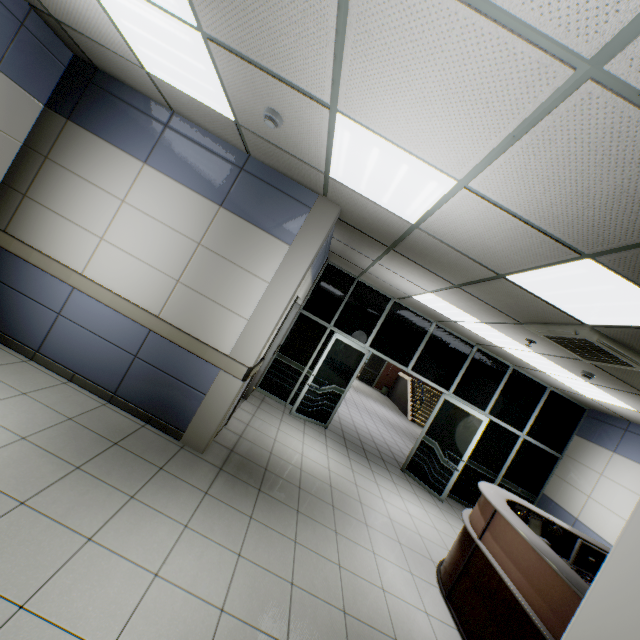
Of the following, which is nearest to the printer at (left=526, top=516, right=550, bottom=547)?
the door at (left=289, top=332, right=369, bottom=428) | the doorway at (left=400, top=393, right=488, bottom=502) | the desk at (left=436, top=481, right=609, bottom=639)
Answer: the desk at (left=436, top=481, right=609, bottom=639)

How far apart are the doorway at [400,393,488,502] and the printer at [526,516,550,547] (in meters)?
2.02

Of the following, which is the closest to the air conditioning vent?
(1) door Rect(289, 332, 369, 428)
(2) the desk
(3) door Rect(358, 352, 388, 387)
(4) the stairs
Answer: (2) the desk

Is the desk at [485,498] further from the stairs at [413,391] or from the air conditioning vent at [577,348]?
the stairs at [413,391]

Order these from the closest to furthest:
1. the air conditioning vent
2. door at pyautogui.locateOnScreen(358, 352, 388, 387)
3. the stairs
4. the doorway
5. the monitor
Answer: the air conditioning vent
the monitor
the doorway
the stairs
door at pyautogui.locateOnScreen(358, 352, 388, 387)

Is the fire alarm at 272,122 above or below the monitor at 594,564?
above

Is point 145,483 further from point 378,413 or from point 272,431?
point 378,413

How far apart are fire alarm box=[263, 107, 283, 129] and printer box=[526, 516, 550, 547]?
5.66m
